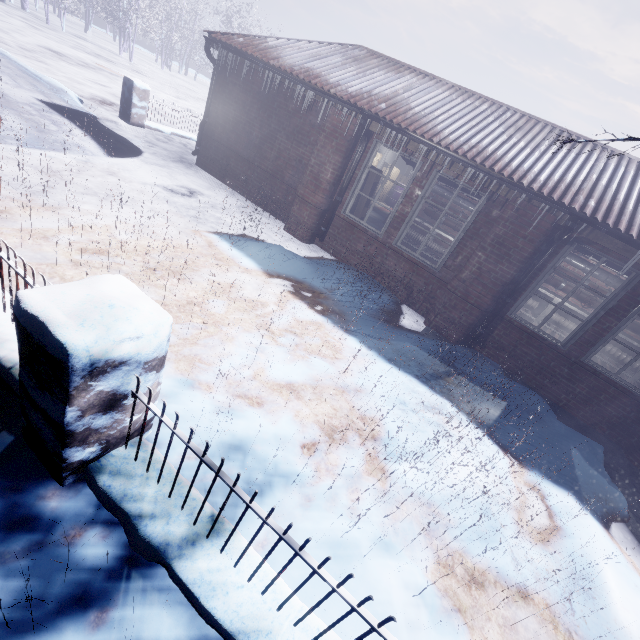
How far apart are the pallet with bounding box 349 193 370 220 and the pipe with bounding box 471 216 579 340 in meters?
2.8

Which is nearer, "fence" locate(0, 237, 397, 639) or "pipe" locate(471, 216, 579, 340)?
"fence" locate(0, 237, 397, 639)

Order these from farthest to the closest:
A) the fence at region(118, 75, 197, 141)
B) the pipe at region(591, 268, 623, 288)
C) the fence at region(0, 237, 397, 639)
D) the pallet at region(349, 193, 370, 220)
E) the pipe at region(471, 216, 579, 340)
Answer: the fence at region(118, 75, 197, 141) < the pipe at region(591, 268, 623, 288) < the pallet at region(349, 193, 370, 220) < the pipe at region(471, 216, 579, 340) < the fence at region(0, 237, 397, 639)

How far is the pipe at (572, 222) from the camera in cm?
394

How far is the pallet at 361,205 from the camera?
5.74m

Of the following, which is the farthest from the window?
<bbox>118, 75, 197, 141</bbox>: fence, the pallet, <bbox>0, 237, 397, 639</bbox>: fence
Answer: <bbox>118, 75, 197, 141</bbox>: fence

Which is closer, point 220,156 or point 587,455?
point 587,455

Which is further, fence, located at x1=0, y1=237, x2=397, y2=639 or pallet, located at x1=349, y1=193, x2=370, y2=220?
pallet, located at x1=349, y1=193, x2=370, y2=220
